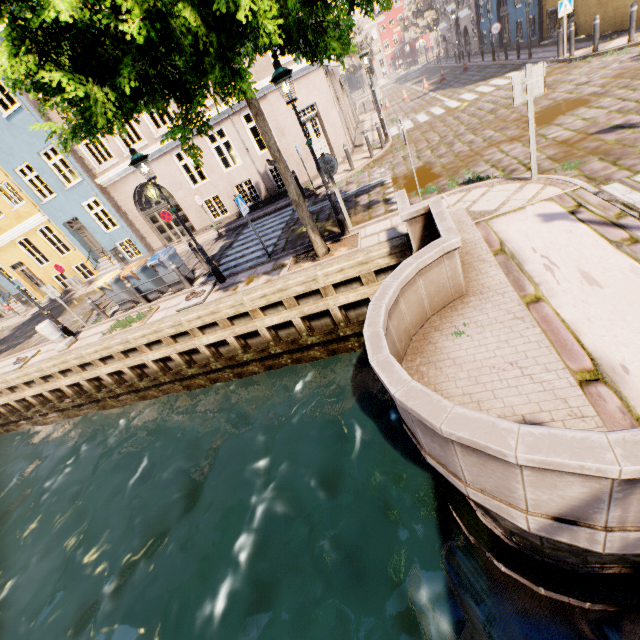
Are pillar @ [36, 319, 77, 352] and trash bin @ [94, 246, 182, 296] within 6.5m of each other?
yes

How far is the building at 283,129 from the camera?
13.2 meters

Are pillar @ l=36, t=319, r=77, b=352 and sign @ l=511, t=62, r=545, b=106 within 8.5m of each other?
no

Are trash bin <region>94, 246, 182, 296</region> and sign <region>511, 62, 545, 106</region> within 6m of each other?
no

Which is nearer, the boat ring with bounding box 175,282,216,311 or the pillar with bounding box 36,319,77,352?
the boat ring with bounding box 175,282,216,311

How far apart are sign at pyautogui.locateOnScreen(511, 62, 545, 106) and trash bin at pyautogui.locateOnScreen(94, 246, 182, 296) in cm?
1114

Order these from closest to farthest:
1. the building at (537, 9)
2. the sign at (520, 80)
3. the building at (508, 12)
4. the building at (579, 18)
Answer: the sign at (520, 80)
the building at (579, 18)
the building at (537, 9)
the building at (508, 12)

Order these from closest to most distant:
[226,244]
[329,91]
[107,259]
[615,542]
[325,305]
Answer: [615,542] → [325,305] → [226,244] → [329,91] → [107,259]
